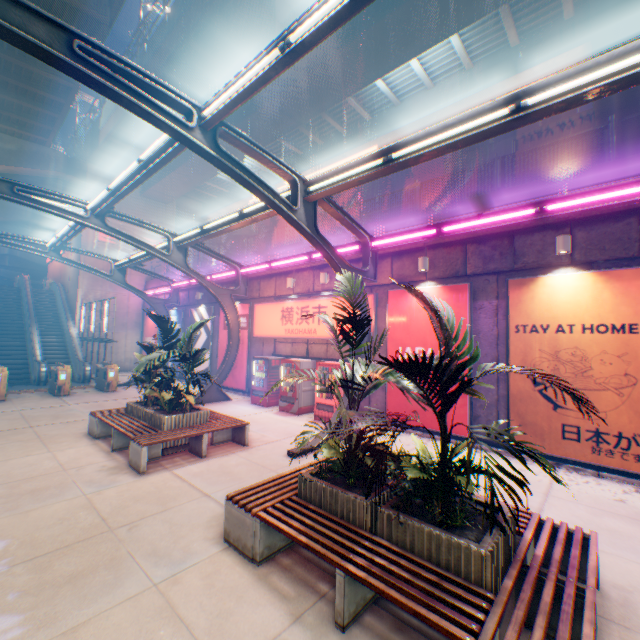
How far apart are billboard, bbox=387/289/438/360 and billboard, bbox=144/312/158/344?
18.4 meters

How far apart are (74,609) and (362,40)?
16.24m

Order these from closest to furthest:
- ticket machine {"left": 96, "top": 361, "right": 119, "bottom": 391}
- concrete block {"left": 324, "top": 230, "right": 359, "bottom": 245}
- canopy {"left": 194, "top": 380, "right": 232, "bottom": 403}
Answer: concrete block {"left": 324, "top": 230, "right": 359, "bottom": 245}, canopy {"left": 194, "top": 380, "right": 232, "bottom": 403}, ticket machine {"left": 96, "top": 361, "right": 119, "bottom": 391}

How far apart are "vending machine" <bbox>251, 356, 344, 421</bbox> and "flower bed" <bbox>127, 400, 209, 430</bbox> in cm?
403

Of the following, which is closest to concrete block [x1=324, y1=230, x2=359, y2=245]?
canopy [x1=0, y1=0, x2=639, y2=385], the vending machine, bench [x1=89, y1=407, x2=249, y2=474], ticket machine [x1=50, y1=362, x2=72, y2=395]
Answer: canopy [x1=0, y1=0, x2=639, y2=385]

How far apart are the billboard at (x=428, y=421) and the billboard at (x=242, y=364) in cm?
763

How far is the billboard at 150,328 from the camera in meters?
23.1 m

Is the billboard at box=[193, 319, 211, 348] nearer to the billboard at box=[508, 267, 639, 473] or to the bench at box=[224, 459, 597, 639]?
the bench at box=[224, 459, 597, 639]
